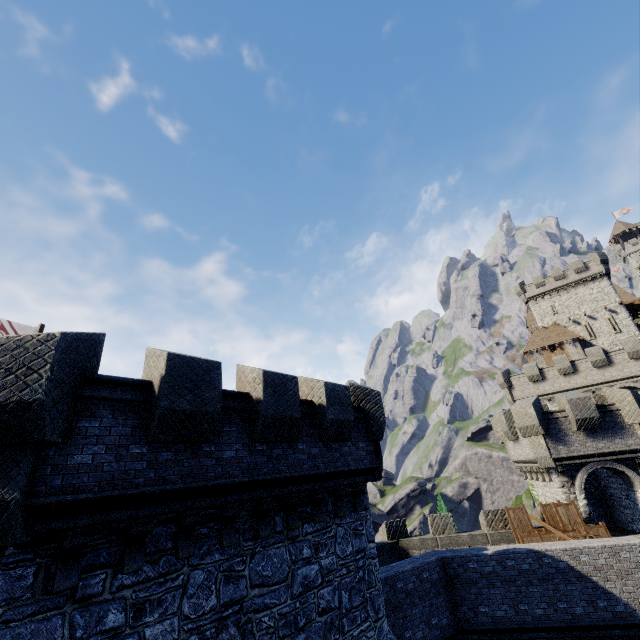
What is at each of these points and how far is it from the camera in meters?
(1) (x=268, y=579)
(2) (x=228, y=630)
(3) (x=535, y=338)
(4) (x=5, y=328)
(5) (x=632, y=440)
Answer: (1) building, 7.7
(2) window slit, 6.6
(3) building, 47.3
(4) flag, 12.6
(5) building tower, 18.1

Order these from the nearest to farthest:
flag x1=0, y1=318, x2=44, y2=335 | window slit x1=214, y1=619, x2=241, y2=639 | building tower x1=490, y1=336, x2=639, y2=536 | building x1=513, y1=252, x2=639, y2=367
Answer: window slit x1=214, y1=619, x2=241, y2=639
flag x1=0, y1=318, x2=44, y2=335
building tower x1=490, y1=336, x2=639, y2=536
building x1=513, y1=252, x2=639, y2=367

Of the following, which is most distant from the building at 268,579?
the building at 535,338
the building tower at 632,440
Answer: the building at 535,338

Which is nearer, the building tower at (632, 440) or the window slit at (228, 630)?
the window slit at (228, 630)

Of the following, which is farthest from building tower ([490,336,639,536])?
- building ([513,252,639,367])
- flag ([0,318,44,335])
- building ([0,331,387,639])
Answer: flag ([0,318,44,335])

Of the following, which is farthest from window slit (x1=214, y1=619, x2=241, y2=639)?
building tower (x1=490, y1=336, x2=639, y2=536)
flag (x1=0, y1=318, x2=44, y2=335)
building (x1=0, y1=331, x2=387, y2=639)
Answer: building tower (x1=490, y1=336, x2=639, y2=536)

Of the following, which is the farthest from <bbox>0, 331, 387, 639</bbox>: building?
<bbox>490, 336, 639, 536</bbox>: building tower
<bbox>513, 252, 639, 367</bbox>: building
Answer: <bbox>513, 252, 639, 367</bbox>: building
